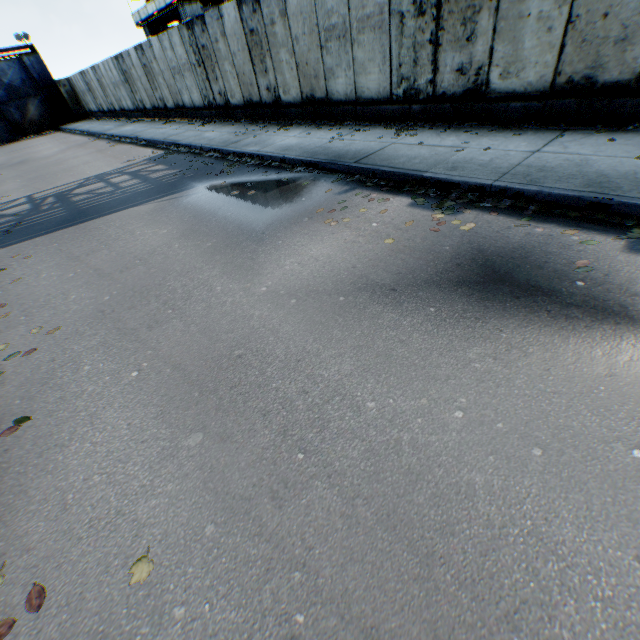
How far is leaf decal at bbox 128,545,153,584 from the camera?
1.9m

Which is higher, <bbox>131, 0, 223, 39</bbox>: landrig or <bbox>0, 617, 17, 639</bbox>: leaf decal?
<bbox>131, 0, 223, 39</bbox>: landrig

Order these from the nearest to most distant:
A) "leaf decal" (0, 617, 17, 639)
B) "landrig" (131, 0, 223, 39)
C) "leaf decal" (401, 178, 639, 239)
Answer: "leaf decal" (0, 617, 17, 639), "leaf decal" (401, 178, 639, 239), "landrig" (131, 0, 223, 39)

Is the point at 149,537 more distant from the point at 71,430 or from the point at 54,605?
the point at 71,430

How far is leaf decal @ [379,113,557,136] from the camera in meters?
6.2 m

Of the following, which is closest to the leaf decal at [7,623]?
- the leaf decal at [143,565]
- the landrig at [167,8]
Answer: the leaf decal at [143,565]

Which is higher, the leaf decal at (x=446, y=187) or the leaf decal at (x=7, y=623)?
the leaf decal at (x=446, y=187)

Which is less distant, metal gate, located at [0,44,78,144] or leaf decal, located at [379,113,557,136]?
leaf decal, located at [379,113,557,136]
